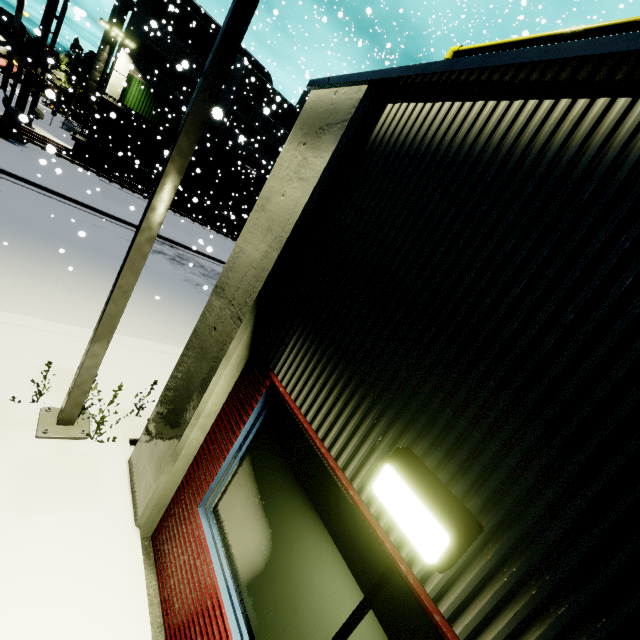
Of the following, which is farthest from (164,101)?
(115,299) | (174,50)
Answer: (115,299)

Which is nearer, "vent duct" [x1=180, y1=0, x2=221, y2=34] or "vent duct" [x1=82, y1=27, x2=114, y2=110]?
"vent duct" [x1=82, y1=27, x2=114, y2=110]

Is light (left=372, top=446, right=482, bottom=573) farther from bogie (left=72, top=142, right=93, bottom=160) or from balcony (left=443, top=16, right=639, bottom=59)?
bogie (left=72, top=142, right=93, bottom=160)

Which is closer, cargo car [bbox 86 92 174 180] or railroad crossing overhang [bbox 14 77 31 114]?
railroad crossing overhang [bbox 14 77 31 114]

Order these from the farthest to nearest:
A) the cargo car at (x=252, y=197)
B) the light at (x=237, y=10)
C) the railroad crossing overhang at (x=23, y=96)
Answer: the cargo car at (x=252, y=197) < the railroad crossing overhang at (x=23, y=96) < the light at (x=237, y=10)

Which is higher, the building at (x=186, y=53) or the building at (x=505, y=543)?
the building at (x=186, y=53)

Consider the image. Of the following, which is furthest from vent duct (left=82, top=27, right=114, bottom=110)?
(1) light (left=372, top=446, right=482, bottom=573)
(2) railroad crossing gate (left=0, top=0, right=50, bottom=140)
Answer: (1) light (left=372, top=446, right=482, bottom=573)

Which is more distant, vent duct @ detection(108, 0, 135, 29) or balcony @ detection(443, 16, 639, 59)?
vent duct @ detection(108, 0, 135, 29)
